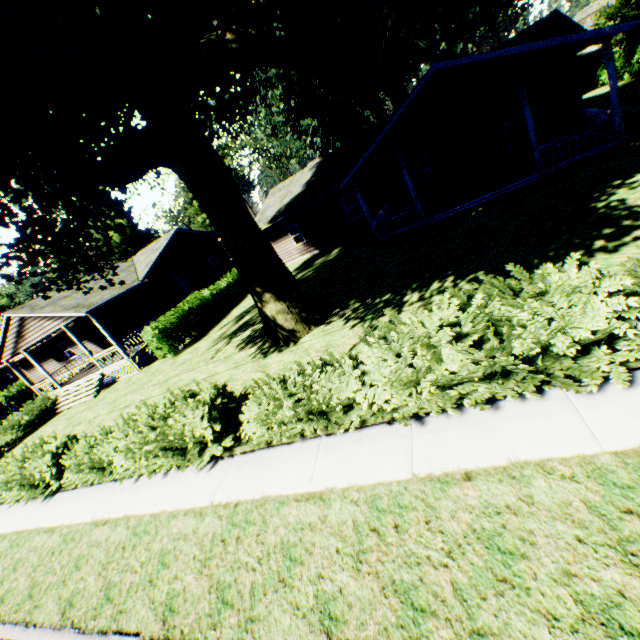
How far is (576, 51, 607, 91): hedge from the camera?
24.1m

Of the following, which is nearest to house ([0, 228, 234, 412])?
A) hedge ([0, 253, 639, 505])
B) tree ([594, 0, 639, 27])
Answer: hedge ([0, 253, 639, 505])

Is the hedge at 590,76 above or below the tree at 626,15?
below

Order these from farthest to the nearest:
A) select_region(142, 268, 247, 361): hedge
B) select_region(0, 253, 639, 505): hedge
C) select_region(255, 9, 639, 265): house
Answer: select_region(142, 268, 247, 361): hedge, select_region(255, 9, 639, 265): house, select_region(0, 253, 639, 505): hedge

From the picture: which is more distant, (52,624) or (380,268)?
(380,268)

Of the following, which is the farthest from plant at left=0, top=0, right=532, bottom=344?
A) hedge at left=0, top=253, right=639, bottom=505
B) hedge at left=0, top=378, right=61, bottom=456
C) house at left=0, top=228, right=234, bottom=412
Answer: hedge at left=0, top=378, right=61, bottom=456

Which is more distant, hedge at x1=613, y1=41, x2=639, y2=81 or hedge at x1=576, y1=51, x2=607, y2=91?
hedge at x1=576, y1=51, x2=607, y2=91

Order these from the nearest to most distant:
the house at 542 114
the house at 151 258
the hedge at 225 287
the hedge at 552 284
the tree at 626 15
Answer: the hedge at 552 284, the house at 542 114, the hedge at 225 287, the house at 151 258, the tree at 626 15
